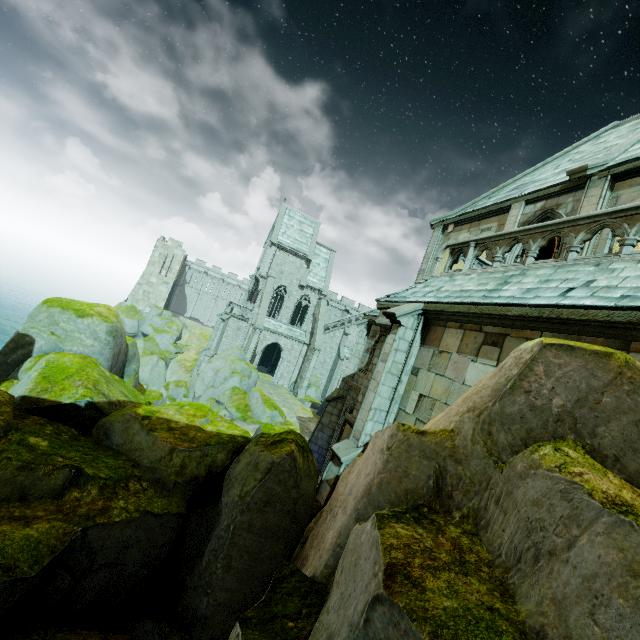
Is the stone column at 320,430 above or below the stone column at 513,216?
below

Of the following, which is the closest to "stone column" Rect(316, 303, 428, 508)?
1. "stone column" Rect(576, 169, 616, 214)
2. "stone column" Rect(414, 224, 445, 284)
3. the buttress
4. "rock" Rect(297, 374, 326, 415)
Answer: "stone column" Rect(576, 169, 616, 214)

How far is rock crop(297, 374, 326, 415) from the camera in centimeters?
3052cm

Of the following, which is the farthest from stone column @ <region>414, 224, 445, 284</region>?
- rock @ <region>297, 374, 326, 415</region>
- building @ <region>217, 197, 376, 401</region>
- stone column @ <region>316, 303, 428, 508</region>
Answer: rock @ <region>297, 374, 326, 415</region>

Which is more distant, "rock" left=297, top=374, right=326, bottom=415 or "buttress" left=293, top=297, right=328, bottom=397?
"buttress" left=293, top=297, right=328, bottom=397

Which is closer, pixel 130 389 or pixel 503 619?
pixel 503 619

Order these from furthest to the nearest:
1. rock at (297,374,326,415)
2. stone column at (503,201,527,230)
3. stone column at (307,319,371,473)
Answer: rock at (297,374,326,415)
stone column at (307,319,371,473)
stone column at (503,201,527,230)

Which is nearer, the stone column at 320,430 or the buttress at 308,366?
the stone column at 320,430
